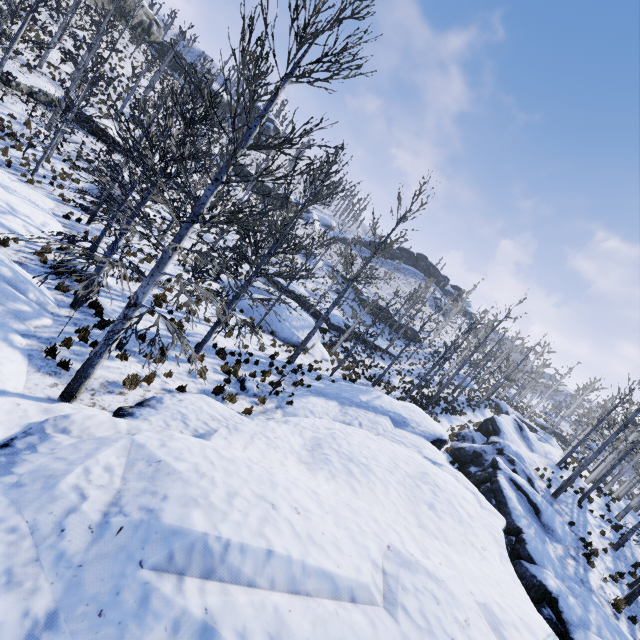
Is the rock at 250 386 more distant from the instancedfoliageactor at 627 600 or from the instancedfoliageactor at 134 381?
the instancedfoliageactor at 627 600

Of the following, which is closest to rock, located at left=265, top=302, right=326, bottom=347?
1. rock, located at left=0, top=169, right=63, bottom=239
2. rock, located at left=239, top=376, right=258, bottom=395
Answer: rock, located at left=0, top=169, right=63, bottom=239

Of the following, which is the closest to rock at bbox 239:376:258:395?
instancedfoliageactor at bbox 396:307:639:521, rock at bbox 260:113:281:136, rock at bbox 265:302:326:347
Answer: rock at bbox 265:302:326:347

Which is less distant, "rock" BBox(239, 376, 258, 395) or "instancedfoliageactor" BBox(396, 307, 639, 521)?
"rock" BBox(239, 376, 258, 395)

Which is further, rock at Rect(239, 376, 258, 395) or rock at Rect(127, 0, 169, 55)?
rock at Rect(127, 0, 169, 55)

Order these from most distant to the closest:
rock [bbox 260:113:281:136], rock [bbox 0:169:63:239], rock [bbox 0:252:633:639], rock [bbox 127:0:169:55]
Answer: rock [bbox 260:113:281:136] < rock [bbox 127:0:169:55] < rock [bbox 0:169:63:239] < rock [bbox 0:252:633:639]

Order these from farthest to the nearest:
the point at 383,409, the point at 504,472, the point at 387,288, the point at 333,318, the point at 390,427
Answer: the point at 387,288, the point at 333,318, the point at 504,472, the point at 383,409, the point at 390,427

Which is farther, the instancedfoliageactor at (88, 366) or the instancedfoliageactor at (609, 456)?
the instancedfoliageactor at (609, 456)
